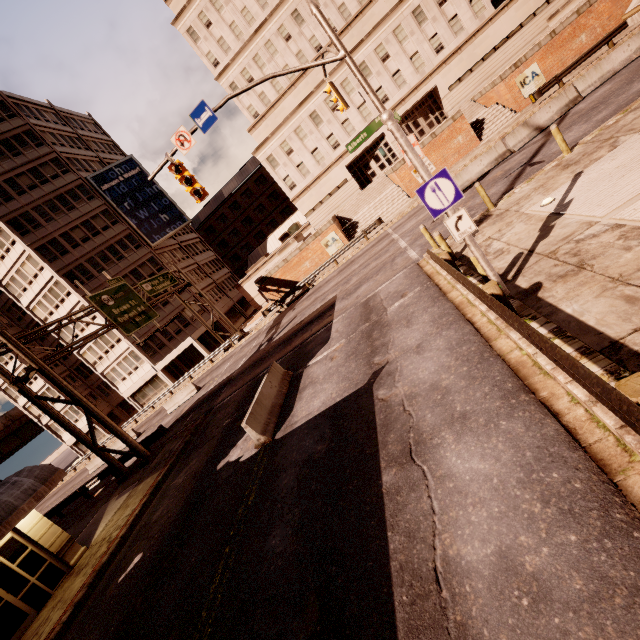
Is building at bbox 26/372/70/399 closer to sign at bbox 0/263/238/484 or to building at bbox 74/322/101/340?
building at bbox 74/322/101/340

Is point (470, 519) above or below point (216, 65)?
below

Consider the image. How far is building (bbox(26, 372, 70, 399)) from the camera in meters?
42.2 m

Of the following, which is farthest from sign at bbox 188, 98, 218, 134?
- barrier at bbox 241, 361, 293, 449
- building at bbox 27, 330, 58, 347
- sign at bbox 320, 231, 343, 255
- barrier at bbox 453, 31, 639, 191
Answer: building at bbox 27, 330, 58, 347

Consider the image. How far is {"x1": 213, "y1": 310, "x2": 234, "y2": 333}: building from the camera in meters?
44.0 m

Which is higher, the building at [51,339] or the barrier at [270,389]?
the building at [51,339]

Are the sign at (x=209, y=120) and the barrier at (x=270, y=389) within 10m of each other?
yes

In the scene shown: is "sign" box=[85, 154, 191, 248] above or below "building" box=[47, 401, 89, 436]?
above
